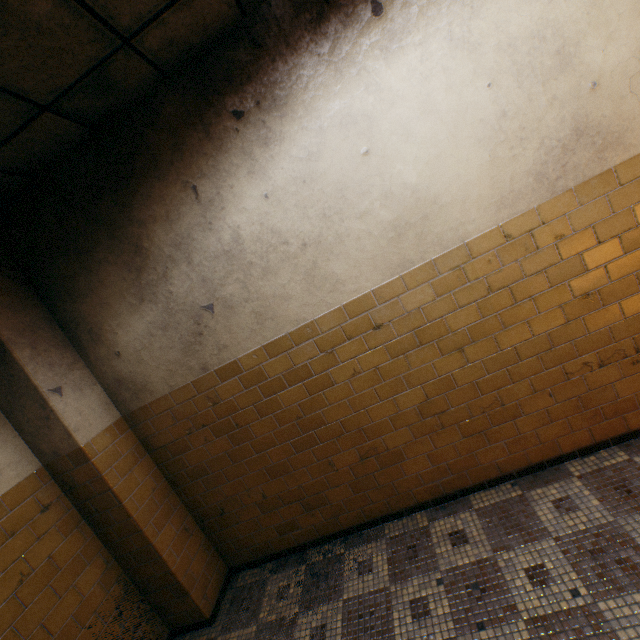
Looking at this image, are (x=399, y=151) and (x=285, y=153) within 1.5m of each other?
yes
